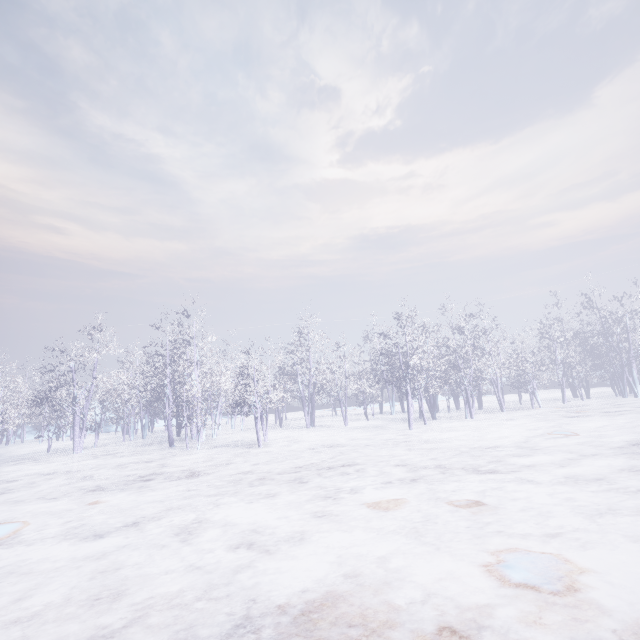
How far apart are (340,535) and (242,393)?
9.78m
